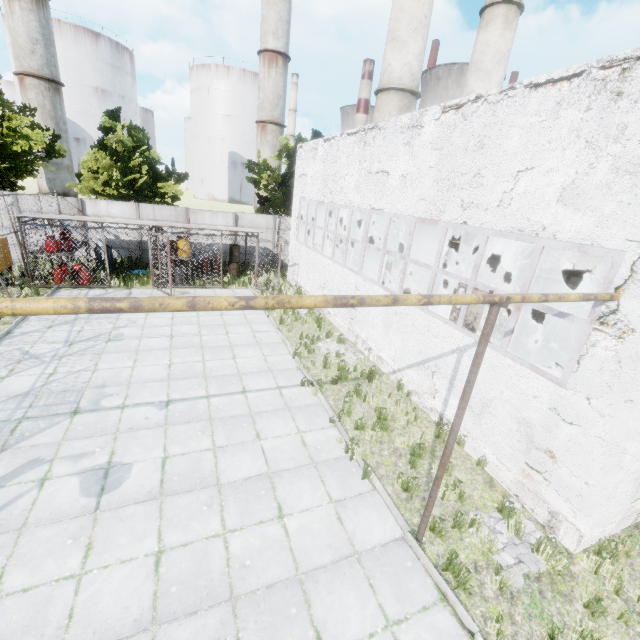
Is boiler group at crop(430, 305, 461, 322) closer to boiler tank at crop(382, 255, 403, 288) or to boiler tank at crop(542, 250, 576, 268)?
boiler tank at crop(382, 255, 403, 288)

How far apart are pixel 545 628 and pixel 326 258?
13.3m

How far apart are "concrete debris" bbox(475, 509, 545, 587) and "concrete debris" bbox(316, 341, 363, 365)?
5.6 meters

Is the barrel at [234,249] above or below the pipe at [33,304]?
below

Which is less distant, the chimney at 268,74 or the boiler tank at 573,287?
the boiler tank at 573,287

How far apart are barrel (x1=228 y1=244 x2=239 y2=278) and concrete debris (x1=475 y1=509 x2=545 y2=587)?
17.3m

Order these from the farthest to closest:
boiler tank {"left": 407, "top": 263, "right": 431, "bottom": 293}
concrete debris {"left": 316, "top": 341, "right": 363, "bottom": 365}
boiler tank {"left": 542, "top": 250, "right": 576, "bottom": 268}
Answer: boiler tank {"left": 542, "top": 250, "right": 576, "bottom": 268}, boiler tank {"left": 407, "top": 263, "right": 431, "bottom": 293}, concrete debris {"left": 316, "top": 341, "right": 363, "bottom": 365}

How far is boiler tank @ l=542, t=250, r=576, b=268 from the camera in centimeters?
1754cm
